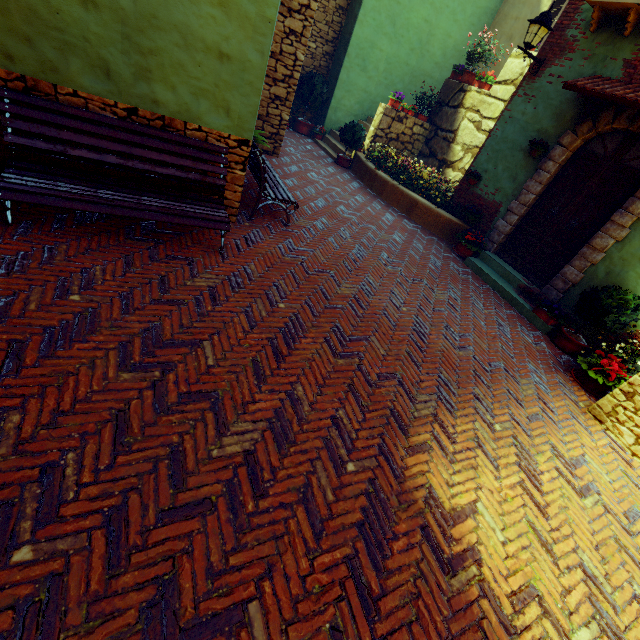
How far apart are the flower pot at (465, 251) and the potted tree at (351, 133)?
4.6m

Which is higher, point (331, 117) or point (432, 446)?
point (331, 117)

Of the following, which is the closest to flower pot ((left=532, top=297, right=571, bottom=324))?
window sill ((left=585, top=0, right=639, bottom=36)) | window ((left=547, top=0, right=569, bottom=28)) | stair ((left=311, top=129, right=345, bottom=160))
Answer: window sill ((left=585, top=0, right=639, bottom=36))

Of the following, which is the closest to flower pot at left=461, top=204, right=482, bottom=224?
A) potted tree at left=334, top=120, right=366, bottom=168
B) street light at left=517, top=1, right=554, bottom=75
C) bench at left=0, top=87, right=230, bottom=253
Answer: street light at left=517, top=1, right=554, bottom=75

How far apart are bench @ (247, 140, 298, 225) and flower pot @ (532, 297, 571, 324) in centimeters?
477cm

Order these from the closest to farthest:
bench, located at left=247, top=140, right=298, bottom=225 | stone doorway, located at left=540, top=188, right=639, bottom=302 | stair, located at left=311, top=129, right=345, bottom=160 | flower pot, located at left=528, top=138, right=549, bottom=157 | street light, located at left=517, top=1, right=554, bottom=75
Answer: bench, located at left=247, top=140, right=298, bottom=225, stone doorway, located at left=540, top=188, right=639, bottom=302, street light, located at left=517, top=1, right=554, bottom=75, flower pot, located at left=528, top=138, right=549, bottom=157, stair, located at left=311, top=129, right=345, bottom=160

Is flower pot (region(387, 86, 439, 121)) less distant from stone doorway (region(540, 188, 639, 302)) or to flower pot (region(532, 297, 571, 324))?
stone doorway (region(540, 188, 639, 302))

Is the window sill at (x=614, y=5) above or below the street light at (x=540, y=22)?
above
